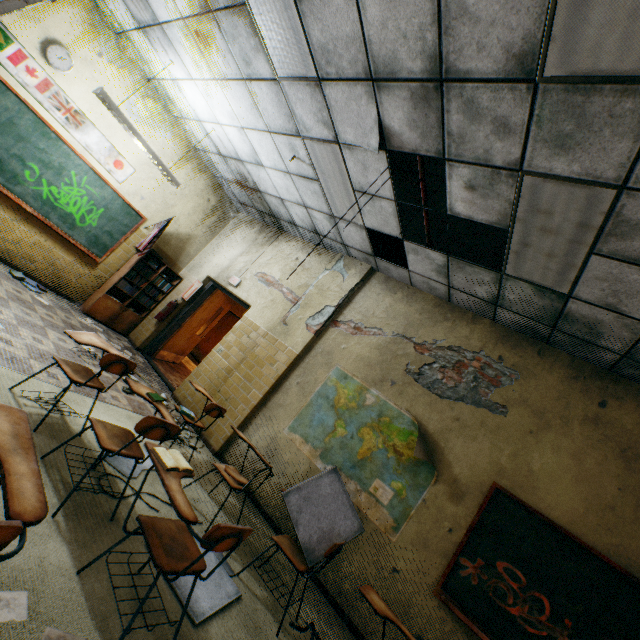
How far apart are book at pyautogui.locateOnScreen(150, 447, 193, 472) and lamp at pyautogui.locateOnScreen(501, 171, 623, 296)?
3.32m

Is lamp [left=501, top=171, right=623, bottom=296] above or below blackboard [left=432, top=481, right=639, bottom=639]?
above

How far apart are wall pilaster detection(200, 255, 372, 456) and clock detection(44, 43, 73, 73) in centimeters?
503cm

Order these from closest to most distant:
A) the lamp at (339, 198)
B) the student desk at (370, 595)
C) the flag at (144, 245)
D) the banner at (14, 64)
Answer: the student desk at (370, 595), the lamp at (339, 198), the banner at (14, 64), the flag at (144, 245)

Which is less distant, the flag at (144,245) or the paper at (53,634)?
the paper at (53,634)

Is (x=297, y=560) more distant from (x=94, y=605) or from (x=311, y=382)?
(x=311, y=382)

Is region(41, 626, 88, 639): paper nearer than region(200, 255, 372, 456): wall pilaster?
Yes

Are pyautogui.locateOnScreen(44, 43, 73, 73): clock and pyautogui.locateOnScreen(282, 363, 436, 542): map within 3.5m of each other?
no
